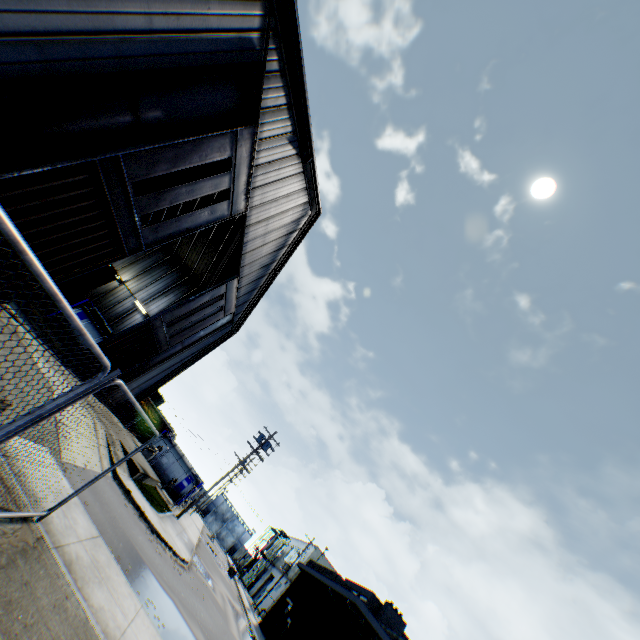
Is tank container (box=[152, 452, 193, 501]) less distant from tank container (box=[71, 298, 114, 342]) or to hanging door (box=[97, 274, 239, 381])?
tank container (box=[71, 298, 114, 342])

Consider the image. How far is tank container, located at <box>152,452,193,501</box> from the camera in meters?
32.0 m

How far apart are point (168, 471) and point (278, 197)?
29.6 meters

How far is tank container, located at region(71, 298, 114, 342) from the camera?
23.5m

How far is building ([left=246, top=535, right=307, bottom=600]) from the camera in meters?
47.1 m

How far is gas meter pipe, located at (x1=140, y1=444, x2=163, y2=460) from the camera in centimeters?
2848cm

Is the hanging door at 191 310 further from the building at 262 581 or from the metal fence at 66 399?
the building at 262 581

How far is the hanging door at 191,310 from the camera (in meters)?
18.22
